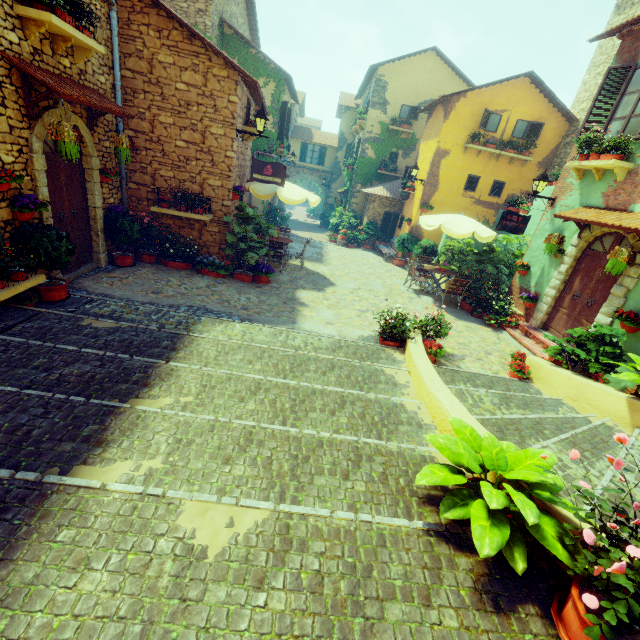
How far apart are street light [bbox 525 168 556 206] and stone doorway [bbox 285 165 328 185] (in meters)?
21.32

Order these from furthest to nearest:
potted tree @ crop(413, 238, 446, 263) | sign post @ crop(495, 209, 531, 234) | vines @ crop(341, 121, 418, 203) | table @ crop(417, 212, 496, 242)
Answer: vines @ crop(341, 121, 418, 203), potted tree @ crop(413, 238, 446, 263), table @ crop(417, 212, 496, 242), sign post @ crop(495, 209, 531, 234)

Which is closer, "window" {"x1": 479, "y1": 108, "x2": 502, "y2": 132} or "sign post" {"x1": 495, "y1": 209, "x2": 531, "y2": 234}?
"sign post" {"x1": 495, "y1": 209, "x2": 531, "y2": 234}

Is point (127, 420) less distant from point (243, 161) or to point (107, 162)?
point (107, 162)

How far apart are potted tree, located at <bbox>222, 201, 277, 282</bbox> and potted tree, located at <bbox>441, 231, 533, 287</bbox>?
7.2m

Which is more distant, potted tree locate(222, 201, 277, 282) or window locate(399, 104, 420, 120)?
window locate(399, 104, 420, 120)

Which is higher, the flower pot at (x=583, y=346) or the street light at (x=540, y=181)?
the street light at (x=540, y=181)

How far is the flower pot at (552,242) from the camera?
8.12m
